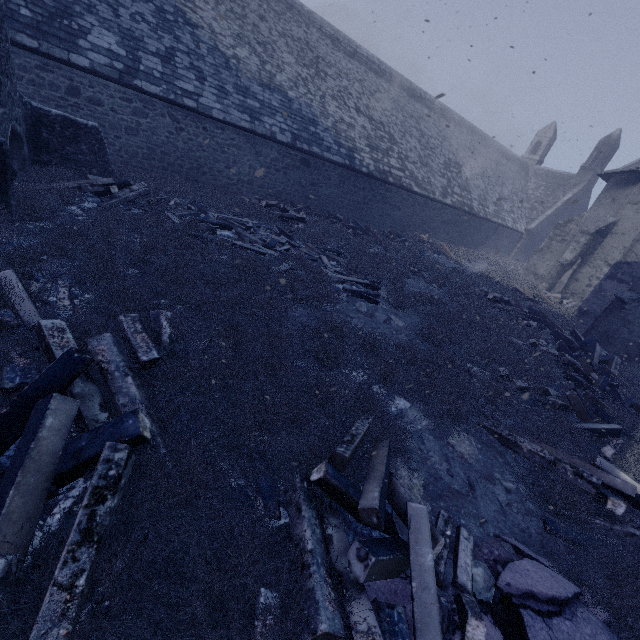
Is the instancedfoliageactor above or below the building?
below

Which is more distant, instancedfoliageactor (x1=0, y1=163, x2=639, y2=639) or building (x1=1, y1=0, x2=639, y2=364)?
building (x1=1, y1=0, x2=639, y2=364)

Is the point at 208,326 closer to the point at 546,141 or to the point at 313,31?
the point at 313,31

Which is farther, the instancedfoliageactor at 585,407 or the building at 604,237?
the building at 604,237

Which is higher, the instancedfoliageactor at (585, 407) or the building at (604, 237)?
the building at (604, 237)
